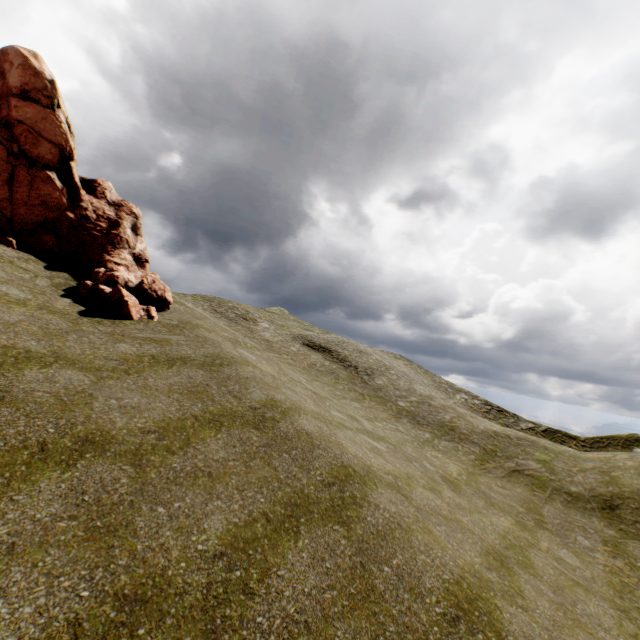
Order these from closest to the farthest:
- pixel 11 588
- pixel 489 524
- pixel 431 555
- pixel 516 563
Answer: pixel 11 588
pixel 431 555
pixel 516 563
pixel 489 524
